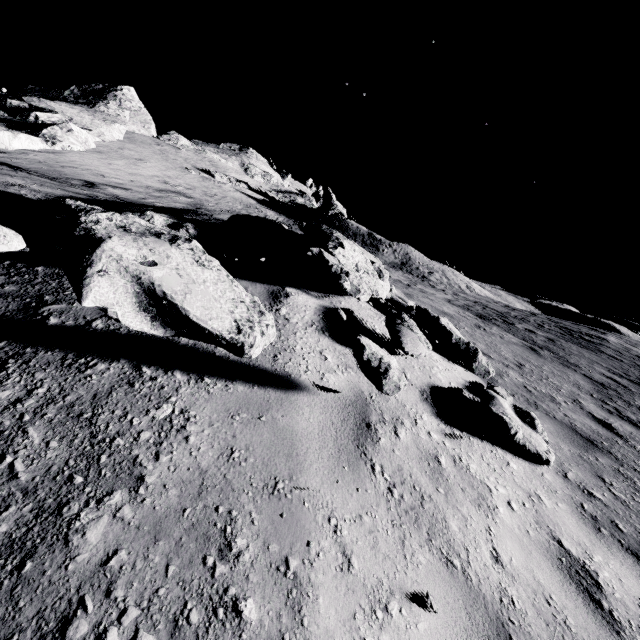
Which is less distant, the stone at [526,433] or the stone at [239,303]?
the stone at [239,303]

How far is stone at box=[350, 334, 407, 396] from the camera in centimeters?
285cm

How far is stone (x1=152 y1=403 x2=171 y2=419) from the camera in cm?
154

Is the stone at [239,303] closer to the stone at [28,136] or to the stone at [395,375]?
the stone at [395,375]

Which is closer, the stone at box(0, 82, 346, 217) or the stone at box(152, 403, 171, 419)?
the stone at box(152, 403, 171, 419)

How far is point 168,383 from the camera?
2.6m

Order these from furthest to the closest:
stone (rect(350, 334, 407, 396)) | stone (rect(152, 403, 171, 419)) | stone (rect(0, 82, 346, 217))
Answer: stone (rect(0, 82, 346, 217))
stone (rect(350, 334, 407, 396))
stone (rect(152, 403, 171, 419))

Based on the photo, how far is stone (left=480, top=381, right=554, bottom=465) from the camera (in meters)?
3.62
